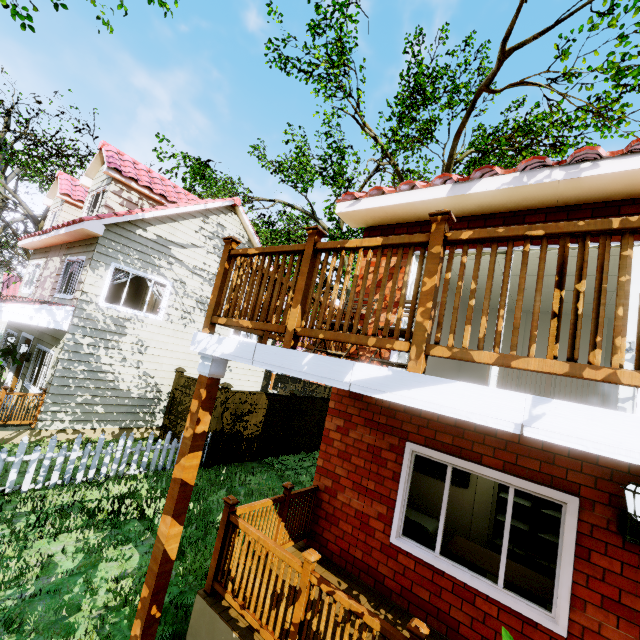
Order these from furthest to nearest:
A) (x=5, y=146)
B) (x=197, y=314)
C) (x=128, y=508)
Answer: (x=5, y=146) → (x=197, y=314) → (x=128, y=508)

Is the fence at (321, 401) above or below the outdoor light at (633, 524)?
below

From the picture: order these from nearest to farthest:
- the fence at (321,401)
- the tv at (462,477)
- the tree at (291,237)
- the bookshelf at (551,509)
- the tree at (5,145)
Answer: the bookshelf at (551,509)
the tv at (462,477)
the fence at (321,401)
the tree at (5,145)
the tree at (291,237)

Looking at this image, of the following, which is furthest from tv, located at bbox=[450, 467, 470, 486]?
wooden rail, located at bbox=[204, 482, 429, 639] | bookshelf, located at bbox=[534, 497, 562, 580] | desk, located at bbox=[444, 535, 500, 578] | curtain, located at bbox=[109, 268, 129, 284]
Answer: curtain, located at bbox=[109, 268, 129, 284]

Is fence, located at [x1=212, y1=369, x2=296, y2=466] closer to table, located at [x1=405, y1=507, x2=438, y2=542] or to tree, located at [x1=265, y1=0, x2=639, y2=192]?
tree, located at [x1=265, y1=0, x2=639, y2=192]

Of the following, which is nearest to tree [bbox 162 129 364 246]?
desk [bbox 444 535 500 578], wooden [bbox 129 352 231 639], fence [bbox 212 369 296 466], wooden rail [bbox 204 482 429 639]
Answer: fence [bbox 212 369 296 466]

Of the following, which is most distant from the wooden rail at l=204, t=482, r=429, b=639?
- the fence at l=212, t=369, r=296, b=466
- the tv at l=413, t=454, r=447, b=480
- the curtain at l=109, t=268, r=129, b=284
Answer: the curtain at l=109, t=268, r=129, b=284

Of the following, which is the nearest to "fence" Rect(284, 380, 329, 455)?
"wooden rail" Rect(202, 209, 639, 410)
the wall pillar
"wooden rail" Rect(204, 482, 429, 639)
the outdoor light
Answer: "wooden rail" Rect(202, 209, 639, 410)
